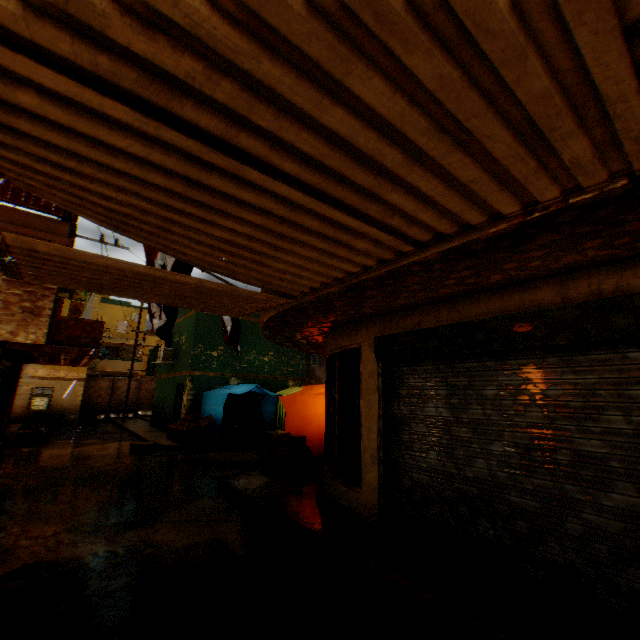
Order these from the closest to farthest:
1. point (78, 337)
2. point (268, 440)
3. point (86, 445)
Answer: point (268, 440)
point (78, 337)
point (86, 445)

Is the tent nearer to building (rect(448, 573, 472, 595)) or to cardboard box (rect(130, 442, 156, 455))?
building (rect(448, 573, 472, 595))

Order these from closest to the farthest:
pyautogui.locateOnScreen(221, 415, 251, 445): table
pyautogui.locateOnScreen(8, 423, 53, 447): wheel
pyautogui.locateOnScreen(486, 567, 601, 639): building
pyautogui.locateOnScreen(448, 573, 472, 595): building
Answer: pyautogui.locateOnScreen(486, 567, 601, 639): building, pyautogui.locateOnScreen(448, 573, 472, 595): building, pyautogui.locateOnScreen(8, 423, 53, 447): wheel, pyautogui.locateOnScreen(221, 415, 251, 445): table

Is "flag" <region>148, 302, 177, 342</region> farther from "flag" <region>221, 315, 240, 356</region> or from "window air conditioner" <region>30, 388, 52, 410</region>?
"window air conditioner" <region>30, 388, 52, 410</region>

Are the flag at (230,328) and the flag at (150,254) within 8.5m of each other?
yes

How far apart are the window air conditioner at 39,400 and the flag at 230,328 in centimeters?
1796cm

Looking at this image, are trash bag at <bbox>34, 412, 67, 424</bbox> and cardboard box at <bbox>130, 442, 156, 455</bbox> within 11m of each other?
no

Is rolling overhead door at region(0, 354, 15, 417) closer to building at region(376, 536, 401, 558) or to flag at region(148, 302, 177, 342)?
building at region(376, 536, 401, 558)
